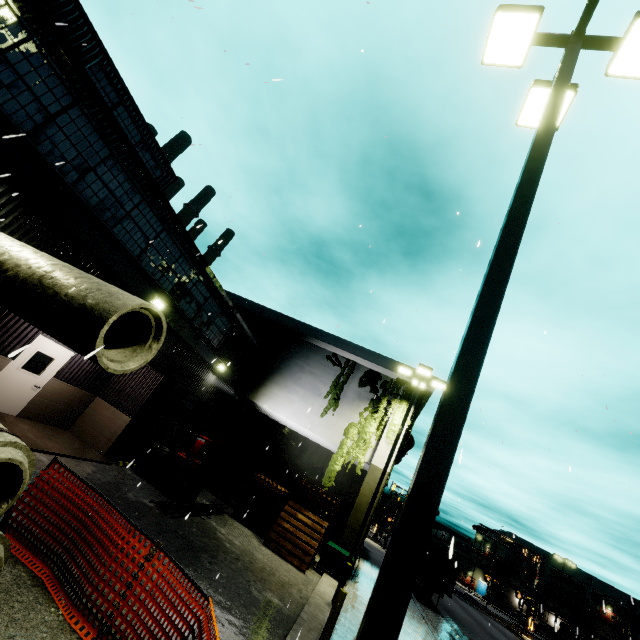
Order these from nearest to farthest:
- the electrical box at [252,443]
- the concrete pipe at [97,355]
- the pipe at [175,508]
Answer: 1. the concrete pipe at [97,355]
2. the pipe at [175,508]
3. the electrical box at [252,443]

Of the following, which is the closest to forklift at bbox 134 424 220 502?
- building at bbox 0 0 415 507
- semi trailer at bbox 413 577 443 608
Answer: building at bbox 0 0 415 507

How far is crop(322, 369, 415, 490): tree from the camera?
17.1m

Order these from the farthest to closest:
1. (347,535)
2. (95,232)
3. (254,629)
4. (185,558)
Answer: (347,535)
(95,232)
(185,558)
(254,629)

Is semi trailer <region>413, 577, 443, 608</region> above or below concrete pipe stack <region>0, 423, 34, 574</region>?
below

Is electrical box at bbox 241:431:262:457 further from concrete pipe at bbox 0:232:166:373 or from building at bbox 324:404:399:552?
concrete pipe at bbox 0:232:166:373

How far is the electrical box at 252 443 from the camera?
21.8 meters

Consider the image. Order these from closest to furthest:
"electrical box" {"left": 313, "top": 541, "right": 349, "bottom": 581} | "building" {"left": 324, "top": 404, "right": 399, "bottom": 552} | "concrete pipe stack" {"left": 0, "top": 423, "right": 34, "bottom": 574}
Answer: "concrete pipe stack" {"left": 0, "top": 423, "right": 34, "bottom": 574} → "electrical box" {"left": 313, "top": 541, "right": 349, "bottom": 581} → "building" {"left": 324, "top": 404, "right": 399, "bottom": 552}
